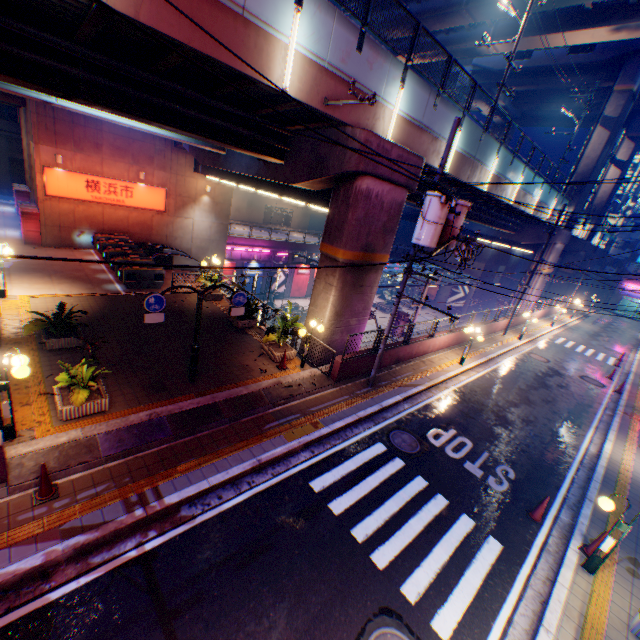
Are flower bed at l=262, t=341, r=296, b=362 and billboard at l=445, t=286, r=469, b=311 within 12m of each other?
no

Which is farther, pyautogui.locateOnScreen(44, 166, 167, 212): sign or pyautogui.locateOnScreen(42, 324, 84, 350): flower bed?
pyautogui.locateOnScreen(44, 166, 167, 212): sign

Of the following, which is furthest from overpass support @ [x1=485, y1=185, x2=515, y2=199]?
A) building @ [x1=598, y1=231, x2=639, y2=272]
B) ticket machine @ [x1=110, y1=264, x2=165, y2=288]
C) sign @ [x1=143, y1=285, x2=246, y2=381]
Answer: ticket machine @ [x1=110, y1=264, x2=165, y2=288]

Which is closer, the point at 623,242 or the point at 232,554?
the point at 232,554

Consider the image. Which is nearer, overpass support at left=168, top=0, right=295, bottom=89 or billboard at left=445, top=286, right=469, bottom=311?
overpass support at left=168, top=0, right=295, bottom=89

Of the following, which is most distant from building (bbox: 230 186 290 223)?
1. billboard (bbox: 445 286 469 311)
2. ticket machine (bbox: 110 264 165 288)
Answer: ticket machine (bbox: 110 264 165 288)

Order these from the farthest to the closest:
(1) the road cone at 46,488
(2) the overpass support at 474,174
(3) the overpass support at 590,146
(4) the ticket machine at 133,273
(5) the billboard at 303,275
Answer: (5) the billboard at 303,275
(3) the overpass support at 590,146
(4) the ticket machine at 133,273
(2) the overpass support at 474,174
(1) the road cone at 46,488

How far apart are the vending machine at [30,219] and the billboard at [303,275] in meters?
23.9
